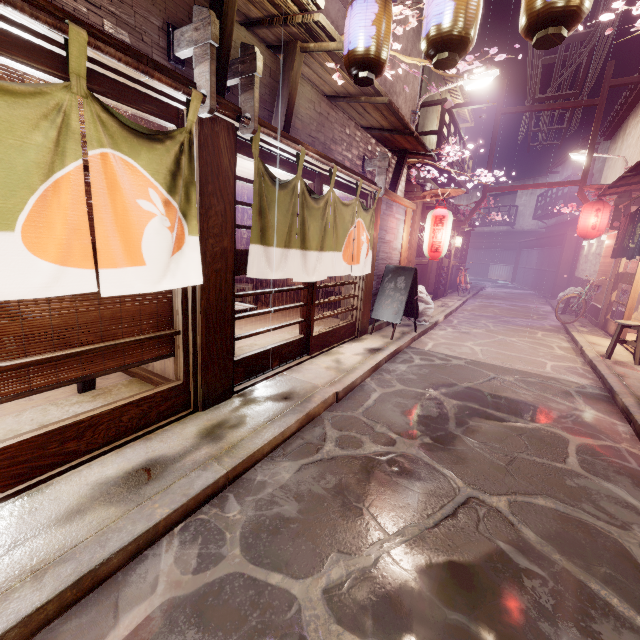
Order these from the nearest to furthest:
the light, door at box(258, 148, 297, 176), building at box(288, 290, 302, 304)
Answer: door at box(258, 148, 297, 176)
the light
building at box(288, 290, 302, 304)

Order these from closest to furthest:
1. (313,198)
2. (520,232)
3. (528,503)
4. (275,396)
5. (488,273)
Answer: (528,503) < (275,396) < (313,198) < (520,232) < (488,273)

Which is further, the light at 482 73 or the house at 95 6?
the light at 482 73

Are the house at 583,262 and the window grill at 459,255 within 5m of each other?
no

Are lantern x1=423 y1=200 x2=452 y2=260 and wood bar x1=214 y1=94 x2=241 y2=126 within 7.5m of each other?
no

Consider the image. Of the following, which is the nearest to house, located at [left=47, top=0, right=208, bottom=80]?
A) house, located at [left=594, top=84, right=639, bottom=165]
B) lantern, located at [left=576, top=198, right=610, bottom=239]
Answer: house, located at [left=594, top=84, right=639, bottom=165]

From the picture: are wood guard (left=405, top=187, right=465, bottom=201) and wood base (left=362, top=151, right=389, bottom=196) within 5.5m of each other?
yes

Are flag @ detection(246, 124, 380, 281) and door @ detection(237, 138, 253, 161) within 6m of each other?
yes
